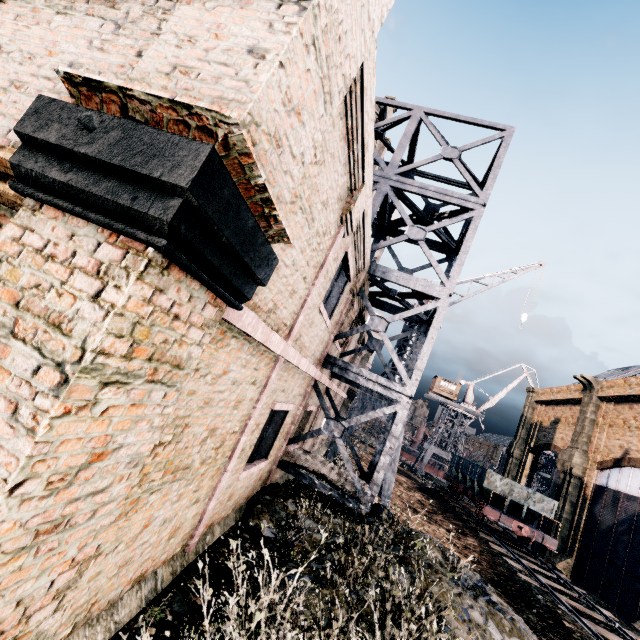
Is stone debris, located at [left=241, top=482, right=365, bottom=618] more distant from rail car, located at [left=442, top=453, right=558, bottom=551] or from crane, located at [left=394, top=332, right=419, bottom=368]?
rail car, located at [left=442, top=453, right=558, bottom=551]

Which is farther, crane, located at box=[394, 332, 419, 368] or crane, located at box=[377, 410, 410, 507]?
crane, located at box=[394, 332, 419, 368]

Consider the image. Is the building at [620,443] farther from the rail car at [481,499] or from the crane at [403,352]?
the rail car at [481,499]

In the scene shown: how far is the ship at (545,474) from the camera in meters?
50.2 m

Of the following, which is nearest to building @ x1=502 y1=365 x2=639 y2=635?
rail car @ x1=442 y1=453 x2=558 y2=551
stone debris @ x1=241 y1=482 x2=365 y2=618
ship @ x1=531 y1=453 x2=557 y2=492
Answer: stone debris @ x1=241 y1=482 x2=365 y2=618

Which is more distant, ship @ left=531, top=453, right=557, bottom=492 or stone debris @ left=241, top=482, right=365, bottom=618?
ship @ left=531, top=453, right=557, bottom=492

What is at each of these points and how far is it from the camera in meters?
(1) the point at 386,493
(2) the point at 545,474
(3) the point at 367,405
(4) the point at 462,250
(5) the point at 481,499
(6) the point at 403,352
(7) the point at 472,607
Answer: (1) crane, 17.2 m
(2) ship, 52.0 m
(3) crane, 19.1 m
(4) building, 11.8 m
(5) rail car, 25.7 m
(6) crane, 20.5 m
(7) stone debris, 8.2 m
